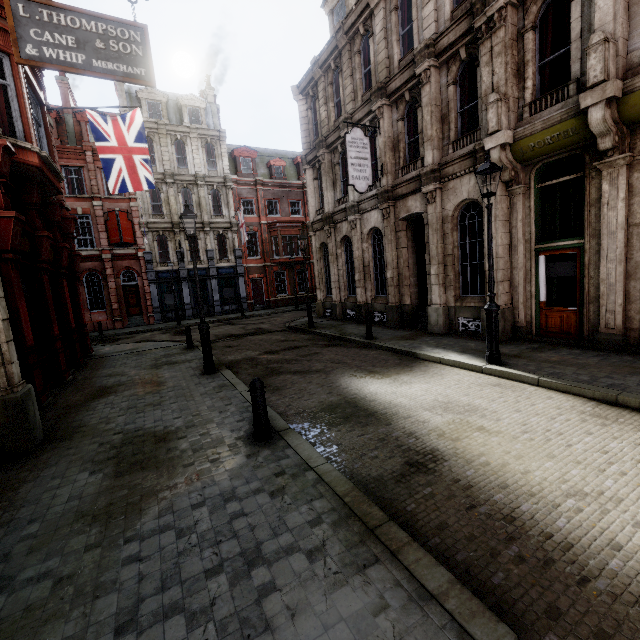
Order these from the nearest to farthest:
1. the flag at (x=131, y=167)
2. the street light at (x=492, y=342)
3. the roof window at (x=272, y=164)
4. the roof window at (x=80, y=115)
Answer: the street light at (x=492, y=342), the flag at (x=131, y=167), the roof window at (x=80, y=115), the roof window at (x=272, y=164)

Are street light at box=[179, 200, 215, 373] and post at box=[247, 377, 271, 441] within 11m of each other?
yes

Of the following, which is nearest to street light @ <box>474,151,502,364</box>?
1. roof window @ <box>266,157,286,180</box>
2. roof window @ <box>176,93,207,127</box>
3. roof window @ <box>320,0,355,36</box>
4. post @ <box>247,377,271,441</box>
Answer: post @ <box>247,377,271,441</box>

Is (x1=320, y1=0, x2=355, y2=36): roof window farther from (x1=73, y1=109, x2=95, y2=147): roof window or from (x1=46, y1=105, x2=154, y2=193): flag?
(x1=73, y1=109, x2=95, y2=147): roof window

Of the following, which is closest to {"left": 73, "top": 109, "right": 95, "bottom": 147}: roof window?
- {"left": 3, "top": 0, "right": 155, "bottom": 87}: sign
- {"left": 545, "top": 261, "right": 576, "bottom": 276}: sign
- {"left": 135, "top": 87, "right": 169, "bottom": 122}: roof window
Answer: {"left": 135, "top": 87, "right": 169, "bottom": 122}: roof window

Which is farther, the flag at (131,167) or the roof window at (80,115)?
the roof window at (80,115)

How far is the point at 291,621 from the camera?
2.3m

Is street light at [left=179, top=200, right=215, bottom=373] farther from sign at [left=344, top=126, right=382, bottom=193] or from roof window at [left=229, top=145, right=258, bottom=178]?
roof window at [left=229, top=145, right=258, bottom=178]
